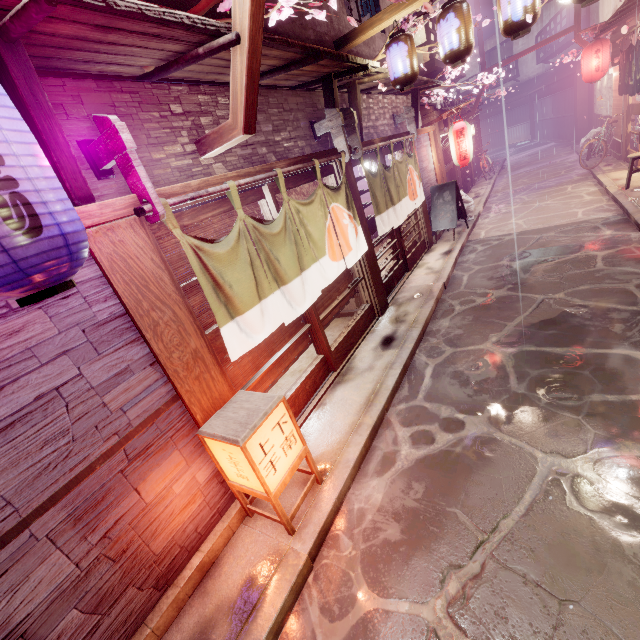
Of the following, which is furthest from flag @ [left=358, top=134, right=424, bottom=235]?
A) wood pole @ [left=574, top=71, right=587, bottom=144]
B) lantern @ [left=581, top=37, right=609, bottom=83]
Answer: wood pole @ [left=574, top=71, right=587, bottom=144]

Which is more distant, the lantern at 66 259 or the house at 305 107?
the house at 305 107

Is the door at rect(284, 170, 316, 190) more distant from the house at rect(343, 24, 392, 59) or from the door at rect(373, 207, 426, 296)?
the house at rect(343, 24, 392, 59)

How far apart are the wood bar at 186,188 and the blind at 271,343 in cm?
282

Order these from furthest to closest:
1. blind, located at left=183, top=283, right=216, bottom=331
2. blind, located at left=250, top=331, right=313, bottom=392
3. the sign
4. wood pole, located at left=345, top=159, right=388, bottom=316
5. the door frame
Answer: the door frame, the sign, wood pole, located at left=345, top=159, right=388, bottom=316, blind, located at left=250, top=331, right=313, bottom=392, blind, located at left=183, top=283, right=216, bottom=331

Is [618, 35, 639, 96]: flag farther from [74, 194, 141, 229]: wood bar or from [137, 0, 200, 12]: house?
[74, 194, 141, 229]: wood bar

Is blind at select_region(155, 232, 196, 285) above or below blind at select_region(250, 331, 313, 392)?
above

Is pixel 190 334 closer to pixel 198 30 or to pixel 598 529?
pixel 198 30
